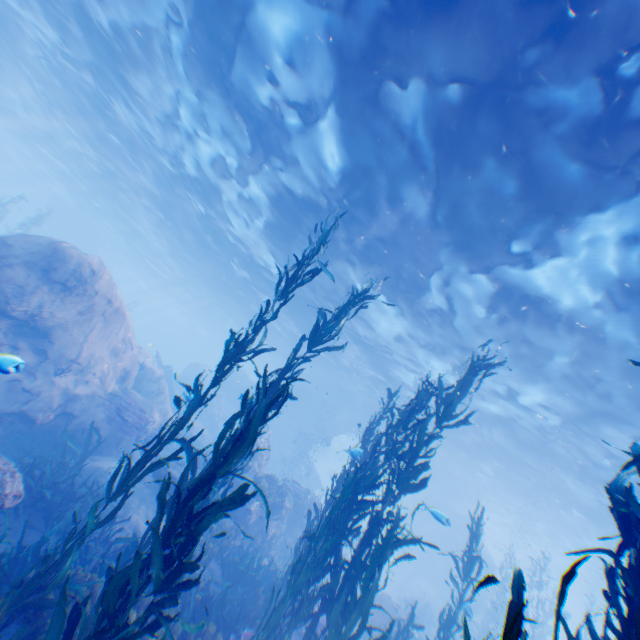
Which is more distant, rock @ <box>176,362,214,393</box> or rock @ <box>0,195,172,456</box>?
rock @ <box>176,362,214,393</box>

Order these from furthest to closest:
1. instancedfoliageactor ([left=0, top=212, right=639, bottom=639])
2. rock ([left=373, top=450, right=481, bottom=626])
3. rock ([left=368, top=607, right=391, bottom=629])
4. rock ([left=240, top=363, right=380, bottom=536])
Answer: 1. rock ([left=373, top=450, right=481, bottom=626])
2. rock ([left=240, top=363, right=380, bottom=536])
3. rock ([left=368, top=607, right=391, bottom=629])
4. instancedfoliageactor ([left=0, top=212, right=639, bottom=639])

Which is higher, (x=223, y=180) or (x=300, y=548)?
(x=223, y=180)

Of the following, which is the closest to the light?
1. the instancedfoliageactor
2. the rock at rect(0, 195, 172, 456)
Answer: the rock at rect(0, 195, 172, 456)

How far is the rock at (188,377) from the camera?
34.11m
